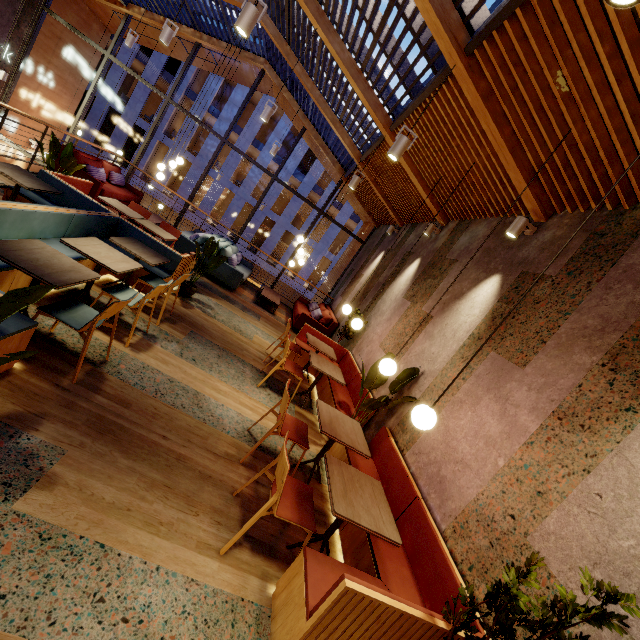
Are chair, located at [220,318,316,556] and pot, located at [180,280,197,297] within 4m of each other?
yes

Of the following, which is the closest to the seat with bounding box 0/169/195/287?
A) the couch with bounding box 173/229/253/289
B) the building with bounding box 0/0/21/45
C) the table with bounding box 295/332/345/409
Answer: the building with bounding box 0/0/21/45

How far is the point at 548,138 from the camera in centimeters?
327cm

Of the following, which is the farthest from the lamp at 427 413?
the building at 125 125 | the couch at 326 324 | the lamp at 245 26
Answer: the building at 125 125

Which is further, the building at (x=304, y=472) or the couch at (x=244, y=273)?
the couch at (x=244, y=273)

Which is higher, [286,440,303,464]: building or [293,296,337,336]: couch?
[293,296,337,336]: couch

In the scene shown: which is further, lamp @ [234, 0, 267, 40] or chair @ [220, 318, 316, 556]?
lamp @ [234, 0, 267, 40]

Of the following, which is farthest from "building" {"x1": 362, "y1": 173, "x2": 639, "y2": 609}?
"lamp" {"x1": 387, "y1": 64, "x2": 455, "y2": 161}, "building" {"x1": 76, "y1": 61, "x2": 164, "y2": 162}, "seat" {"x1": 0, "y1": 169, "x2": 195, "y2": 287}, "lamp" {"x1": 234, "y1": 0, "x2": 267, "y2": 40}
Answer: "building" {"x1": 76, "y1": 61, "x2": 164, "y2": 162}
